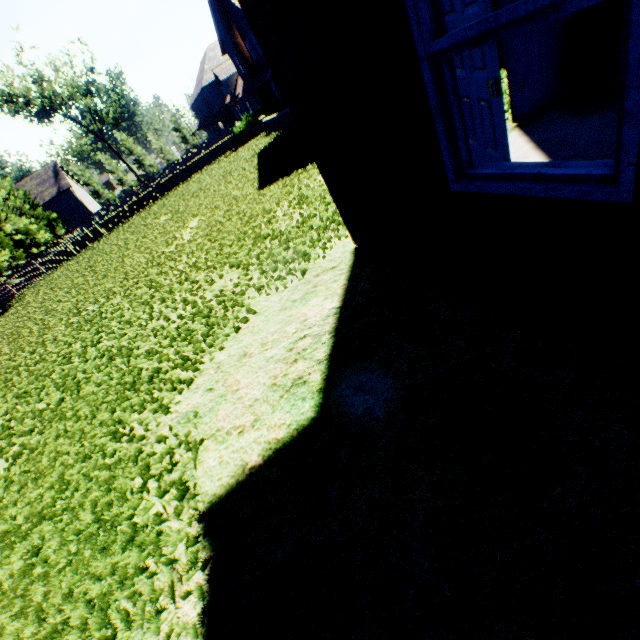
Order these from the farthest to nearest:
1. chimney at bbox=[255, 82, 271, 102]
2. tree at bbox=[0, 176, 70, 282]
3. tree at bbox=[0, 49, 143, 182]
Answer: tree at bbox=[0, 49, 143, 182] < chimney at bbox=[255, 82, 271, 102] < tree at bbox=[0, 176, 70, 282]

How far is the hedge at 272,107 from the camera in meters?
24.5

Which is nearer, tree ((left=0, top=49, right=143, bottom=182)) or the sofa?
the sofa

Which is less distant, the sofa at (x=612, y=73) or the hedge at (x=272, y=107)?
the sofa at (x=612, y=73)

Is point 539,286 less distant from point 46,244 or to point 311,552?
point 311,552

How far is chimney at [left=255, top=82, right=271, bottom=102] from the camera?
30.9m

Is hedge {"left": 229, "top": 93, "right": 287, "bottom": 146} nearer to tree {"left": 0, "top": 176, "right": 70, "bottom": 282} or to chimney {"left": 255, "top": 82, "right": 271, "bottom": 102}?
chimney {"left": 255, "top": 82, "right": 271, "bottom": 102}

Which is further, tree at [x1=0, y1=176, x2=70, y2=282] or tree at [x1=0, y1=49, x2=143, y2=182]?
tree at [x1=0, y1=49, x2=143, y2=182]
